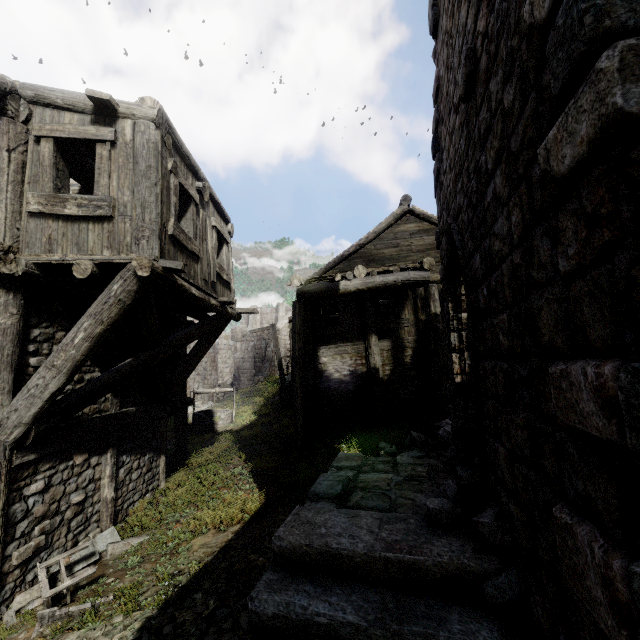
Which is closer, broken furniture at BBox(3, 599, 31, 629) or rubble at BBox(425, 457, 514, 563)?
rubble at BBox(425, 457, 514, 563)

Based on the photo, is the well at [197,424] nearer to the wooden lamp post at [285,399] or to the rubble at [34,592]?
the wooden lamp post at [285,399]

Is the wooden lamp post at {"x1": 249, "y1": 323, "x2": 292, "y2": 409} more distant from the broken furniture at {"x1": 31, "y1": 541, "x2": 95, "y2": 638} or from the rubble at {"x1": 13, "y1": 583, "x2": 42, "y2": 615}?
the broken furniture at {"x1": 31, "y1": 541, "x2": 95, "y2": 638}

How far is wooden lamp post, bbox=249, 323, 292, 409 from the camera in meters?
17.8

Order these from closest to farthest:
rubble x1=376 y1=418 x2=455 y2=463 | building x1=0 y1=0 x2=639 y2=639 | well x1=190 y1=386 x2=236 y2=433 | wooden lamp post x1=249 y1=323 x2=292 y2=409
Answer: building x1=0 y1=0 x2=639 y2=639 → rubble x1=376 y1=418 x2=455 y2=463 → well x1=190 y1=386 x2=236 y2=433 → wooden lamp post x1=249 y1=323 x2=292 y2=409

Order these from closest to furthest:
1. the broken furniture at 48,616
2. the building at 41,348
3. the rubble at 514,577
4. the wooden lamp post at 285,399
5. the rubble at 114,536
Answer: the building at 41,348 → the rubble at 514,577 → the broken furniture at 48,616 → the rubble at 114,536 → the wooden lamp post at 285,399

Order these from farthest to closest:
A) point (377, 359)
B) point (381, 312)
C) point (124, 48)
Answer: point (124, 48) < point (381, 312) < point (377, 359)

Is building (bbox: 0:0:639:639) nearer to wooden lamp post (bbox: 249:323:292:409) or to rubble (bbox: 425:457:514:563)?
rubble (bbox: 425:457:514:563)
